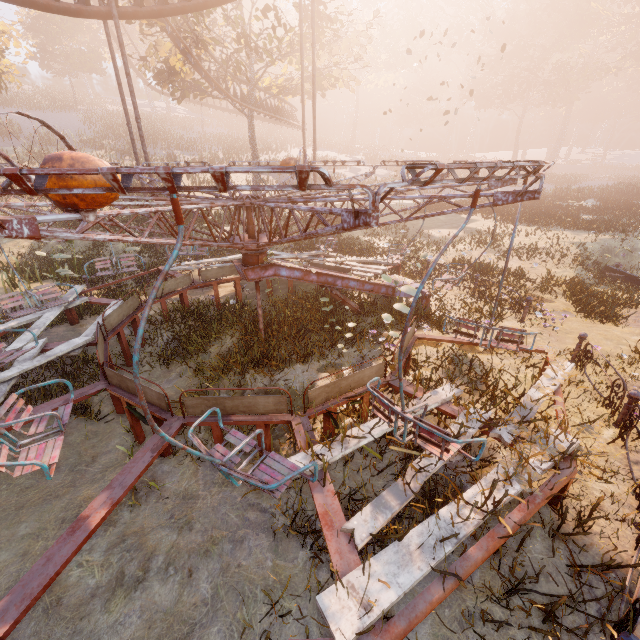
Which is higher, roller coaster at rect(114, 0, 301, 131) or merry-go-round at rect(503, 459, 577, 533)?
roller coaster at rect(114, 0, 301, 131)

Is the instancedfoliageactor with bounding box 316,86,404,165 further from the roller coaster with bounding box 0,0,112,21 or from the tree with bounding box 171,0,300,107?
the roller coaster with bounding box 0,0,112,21

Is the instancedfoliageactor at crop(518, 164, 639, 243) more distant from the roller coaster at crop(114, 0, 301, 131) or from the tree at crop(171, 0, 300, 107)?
the roller coaster at crop(114, 0, 301, 131)

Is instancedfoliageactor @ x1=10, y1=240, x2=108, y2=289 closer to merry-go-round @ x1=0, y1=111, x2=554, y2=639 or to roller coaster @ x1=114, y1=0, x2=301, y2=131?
roller coaster @ x1=114, y1=0, x2=301, y2=131

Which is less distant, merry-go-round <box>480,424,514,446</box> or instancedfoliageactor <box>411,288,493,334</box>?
merry-go-round <box>480,424,514,446</box>

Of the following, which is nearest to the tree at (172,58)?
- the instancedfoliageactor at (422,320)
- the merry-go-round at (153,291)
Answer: the merry-go-round at (153,291)

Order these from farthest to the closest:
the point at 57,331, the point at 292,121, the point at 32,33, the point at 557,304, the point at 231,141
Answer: the point at 231,141, the point at 32,33, the point at 292,121, the point at 557,304, the point at 57,331

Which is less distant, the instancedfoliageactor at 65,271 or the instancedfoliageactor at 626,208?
the instancedfoliageactor at 65,271
